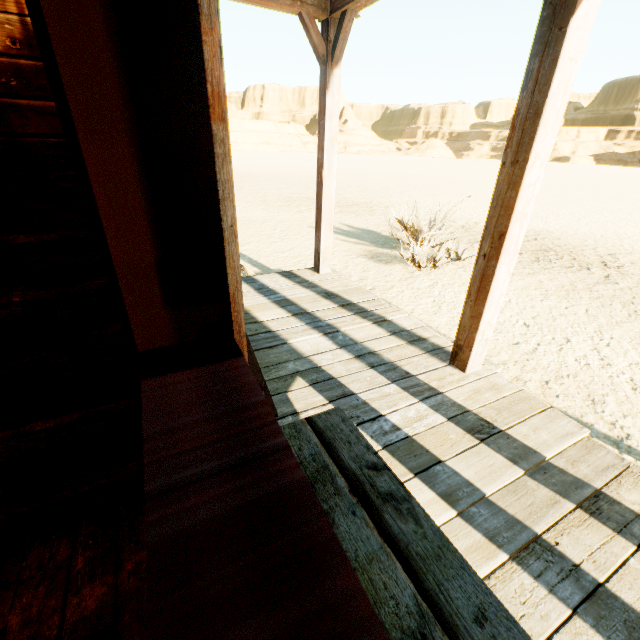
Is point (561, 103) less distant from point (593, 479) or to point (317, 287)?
point (593, 479)
